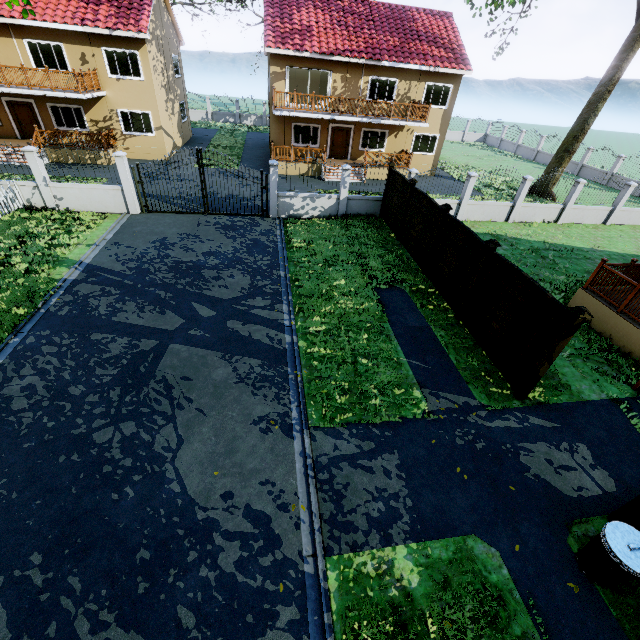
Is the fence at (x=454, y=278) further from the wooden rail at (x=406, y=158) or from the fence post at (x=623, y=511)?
the wooden rail at (x=406, y=158)

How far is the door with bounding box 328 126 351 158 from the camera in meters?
22.9 m

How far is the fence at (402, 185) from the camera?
13.77m

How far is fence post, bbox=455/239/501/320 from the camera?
8.33m

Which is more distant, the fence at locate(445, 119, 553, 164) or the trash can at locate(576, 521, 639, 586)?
the fence at locate(445, 119, 553, 164)

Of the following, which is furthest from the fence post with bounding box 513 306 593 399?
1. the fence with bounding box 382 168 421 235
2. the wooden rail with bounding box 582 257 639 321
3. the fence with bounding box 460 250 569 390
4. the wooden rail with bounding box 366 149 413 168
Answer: the wooden rail with bounding box 366 149 413 168

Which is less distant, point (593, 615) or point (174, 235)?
point (593, 615)

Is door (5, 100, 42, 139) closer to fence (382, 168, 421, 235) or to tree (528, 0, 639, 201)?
tree (528, 0, 639, 201)
